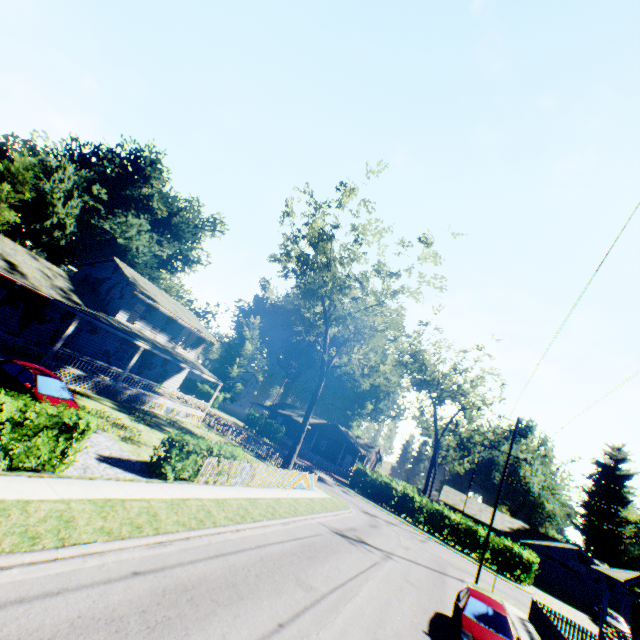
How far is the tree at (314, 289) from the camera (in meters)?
23.31

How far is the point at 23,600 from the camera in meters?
5.2

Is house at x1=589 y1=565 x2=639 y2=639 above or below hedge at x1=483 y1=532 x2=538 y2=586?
above

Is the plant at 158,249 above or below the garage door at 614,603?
above

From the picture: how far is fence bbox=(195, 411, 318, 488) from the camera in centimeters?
1534cm

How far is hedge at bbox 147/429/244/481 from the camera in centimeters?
1286cm

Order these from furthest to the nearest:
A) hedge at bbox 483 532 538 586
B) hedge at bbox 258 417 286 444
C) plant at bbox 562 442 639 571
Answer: plant at bbox 562 442 639 571
hedge at bbox 258 417 286 444
hedge at bbox 483 532 538 586

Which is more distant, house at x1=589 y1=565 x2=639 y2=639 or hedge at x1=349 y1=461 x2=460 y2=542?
hedge at x1=349 y1=461 x2=460 y2=542
